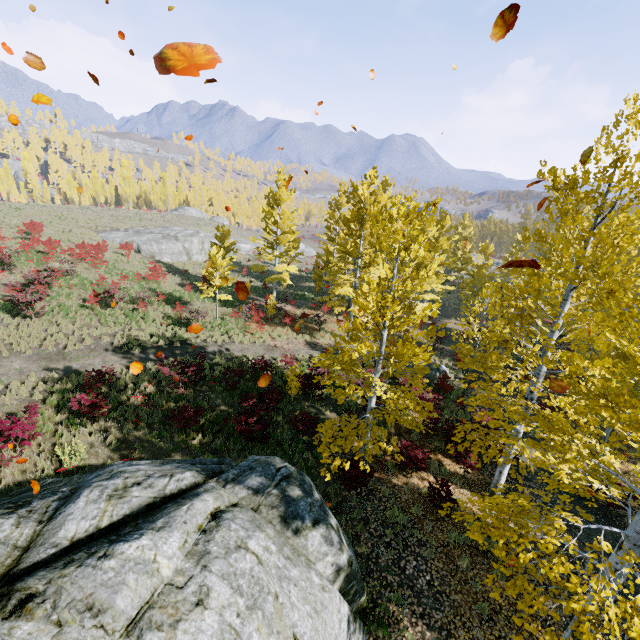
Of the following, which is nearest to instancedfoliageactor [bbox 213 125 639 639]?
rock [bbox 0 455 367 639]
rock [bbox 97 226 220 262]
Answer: rock [bbox 0 455 367 639]

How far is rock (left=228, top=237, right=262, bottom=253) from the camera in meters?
52.0 m

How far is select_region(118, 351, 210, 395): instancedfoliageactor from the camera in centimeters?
1326cm

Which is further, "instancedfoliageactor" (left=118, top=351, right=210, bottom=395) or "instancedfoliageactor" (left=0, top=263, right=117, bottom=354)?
"instancedfoliageactor" (left=0, top=263, right=117, bottom=354)

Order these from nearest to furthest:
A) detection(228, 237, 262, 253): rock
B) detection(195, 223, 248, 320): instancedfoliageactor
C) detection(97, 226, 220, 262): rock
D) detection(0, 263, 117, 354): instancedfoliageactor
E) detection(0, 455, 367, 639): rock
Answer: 1. detection(0, 455, 367, 639): rock
2. detection(0, 263, 117, 354): instancedfoliageactor
3. detection(195, 223, 248, 320): instancedfoliageactor
4. detection(97, 226, 220, 262): rock
5. detection(228, 237, 262, 253): rock

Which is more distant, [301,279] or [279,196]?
[301,279]

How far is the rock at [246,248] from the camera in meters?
52.0

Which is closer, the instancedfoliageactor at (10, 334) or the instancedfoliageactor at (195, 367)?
the instancedfoliageactor at (195, 367)
